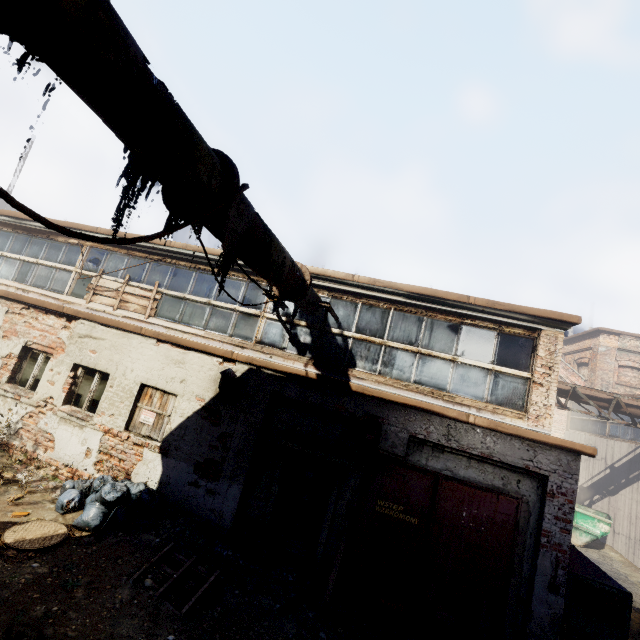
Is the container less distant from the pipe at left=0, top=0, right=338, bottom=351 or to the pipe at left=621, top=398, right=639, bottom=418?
the pipe at left=621, top=398, right=639, bottom=418

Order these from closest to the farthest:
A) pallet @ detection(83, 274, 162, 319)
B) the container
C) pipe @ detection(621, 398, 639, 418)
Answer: pallet @ detection(83, 274, 162, 319) < pipe @ detection(621, 398, 639, 418) < the container

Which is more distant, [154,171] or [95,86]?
[154,171]

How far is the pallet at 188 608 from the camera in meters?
4.8

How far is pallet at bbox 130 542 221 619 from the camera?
4.8m

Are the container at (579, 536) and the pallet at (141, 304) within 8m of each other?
no

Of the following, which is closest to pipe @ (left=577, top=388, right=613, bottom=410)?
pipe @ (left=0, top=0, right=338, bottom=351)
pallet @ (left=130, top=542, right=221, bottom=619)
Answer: pipe @ (left=0, top=0, right=338, bottom=351)

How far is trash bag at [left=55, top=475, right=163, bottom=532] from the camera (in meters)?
6.13
